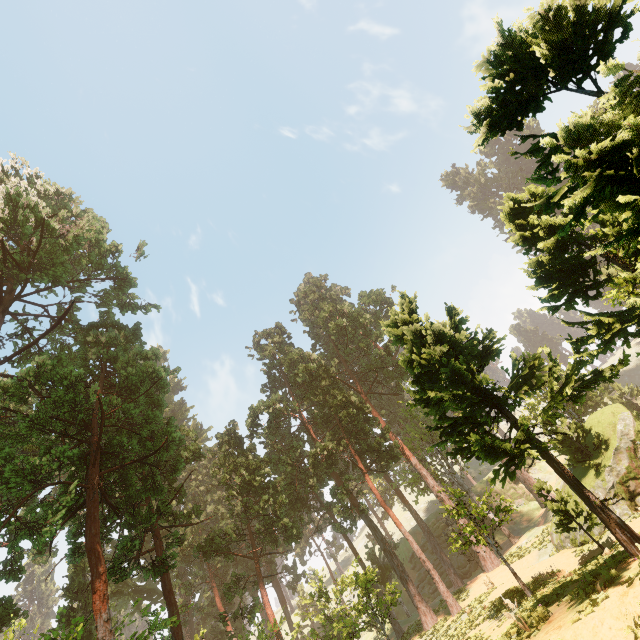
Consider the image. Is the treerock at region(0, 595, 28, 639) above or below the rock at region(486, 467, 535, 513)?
above

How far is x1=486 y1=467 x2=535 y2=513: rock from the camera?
46.84m

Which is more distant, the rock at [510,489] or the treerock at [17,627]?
the rock at [510,489]

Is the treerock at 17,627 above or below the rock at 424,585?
above

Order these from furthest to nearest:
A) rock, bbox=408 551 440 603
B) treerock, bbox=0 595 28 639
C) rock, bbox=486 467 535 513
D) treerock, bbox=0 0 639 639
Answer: rock, bbox=486 467 535 513
rock, bbox=408 551 440 603
treerock, bbox=0 595 28 639
treerock, bbox=0 0 639 639

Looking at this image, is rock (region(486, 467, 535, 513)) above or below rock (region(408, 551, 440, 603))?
above

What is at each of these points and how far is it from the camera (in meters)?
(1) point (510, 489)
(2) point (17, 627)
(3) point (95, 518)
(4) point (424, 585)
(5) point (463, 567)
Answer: (1) rock, 49.25
(2) treerock, 7.52
(3) treerock, 15.45
(4) rock, 41.34
(5) rock, 40.22

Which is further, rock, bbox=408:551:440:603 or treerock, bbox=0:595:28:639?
rock, bbox=408:551:440:603
